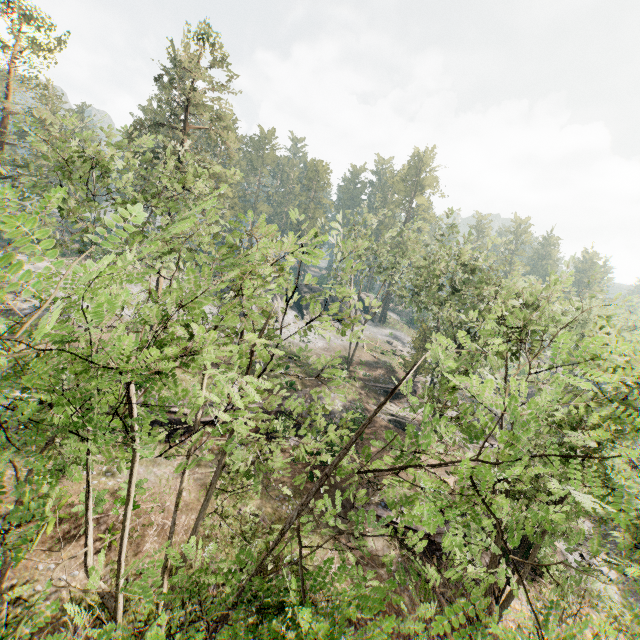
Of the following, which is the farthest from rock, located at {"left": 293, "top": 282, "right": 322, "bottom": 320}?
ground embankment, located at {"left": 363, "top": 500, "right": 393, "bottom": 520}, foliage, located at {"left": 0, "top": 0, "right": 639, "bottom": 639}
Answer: ground embankment, located at {"left": 363, "top": 500, "right": 393, "bottom": 520}

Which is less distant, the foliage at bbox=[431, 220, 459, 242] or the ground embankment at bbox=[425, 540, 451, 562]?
the ground embankment at bbox=[425, 540, 451, 562]

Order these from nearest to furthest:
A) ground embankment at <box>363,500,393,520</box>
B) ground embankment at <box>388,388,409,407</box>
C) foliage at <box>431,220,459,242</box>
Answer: ground embankment at <box>363,500,393,520</box>
foliage at <box>431,220,459,242</box>
ground embankment at <box>388,388,409,407</box>

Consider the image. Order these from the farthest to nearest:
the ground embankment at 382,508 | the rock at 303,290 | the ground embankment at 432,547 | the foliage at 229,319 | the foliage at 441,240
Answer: the rock at 303,290
the foliage at 441,240
the ground embankment at 382,508
the ground embankment at 432,547
the foliage at 229,319

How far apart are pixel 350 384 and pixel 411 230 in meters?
18.6 m

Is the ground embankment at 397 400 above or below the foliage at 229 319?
below

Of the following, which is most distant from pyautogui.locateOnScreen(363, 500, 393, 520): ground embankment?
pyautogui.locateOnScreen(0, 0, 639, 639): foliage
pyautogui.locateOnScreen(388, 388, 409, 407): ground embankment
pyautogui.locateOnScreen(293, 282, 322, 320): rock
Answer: pyautogui.locateOnScreen(293, 282, 322, 320): rock

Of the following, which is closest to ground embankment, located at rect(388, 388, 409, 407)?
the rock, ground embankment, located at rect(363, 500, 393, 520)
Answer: the rock
